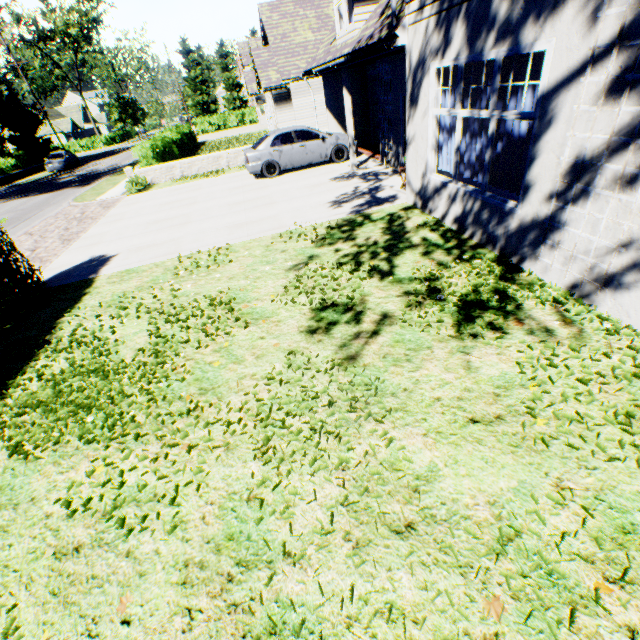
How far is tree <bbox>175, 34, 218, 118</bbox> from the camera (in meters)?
51.34

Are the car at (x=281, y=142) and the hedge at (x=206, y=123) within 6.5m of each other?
no

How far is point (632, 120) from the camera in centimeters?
320cm

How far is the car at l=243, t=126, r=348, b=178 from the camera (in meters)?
13.05

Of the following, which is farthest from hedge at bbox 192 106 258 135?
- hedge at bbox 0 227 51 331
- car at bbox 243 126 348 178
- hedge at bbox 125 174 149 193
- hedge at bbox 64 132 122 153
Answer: hedge at bbox 0 227 51 331

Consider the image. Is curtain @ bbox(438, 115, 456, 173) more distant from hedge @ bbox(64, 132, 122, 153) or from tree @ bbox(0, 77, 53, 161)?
hedge @ bbox(64, 132, 122, 153)

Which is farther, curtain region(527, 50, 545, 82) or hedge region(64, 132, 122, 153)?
hedge region(64, 132, 122, 153)

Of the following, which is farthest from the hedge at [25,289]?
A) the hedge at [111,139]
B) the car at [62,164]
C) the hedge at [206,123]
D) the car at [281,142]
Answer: the hedge at [206,123]
